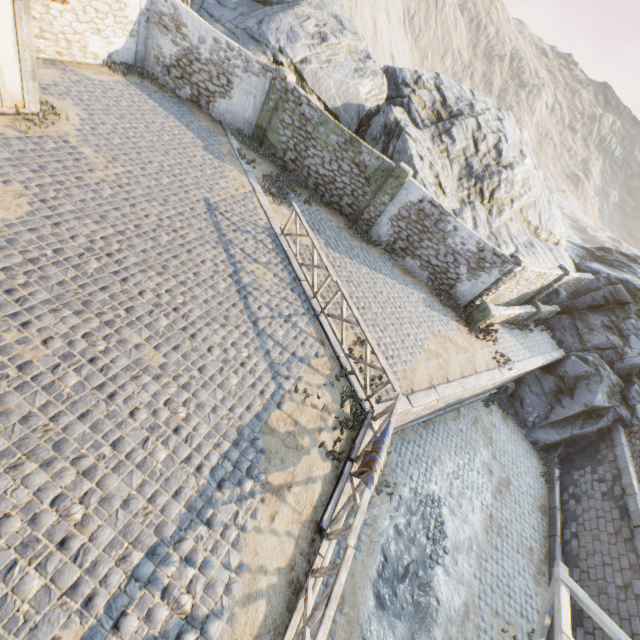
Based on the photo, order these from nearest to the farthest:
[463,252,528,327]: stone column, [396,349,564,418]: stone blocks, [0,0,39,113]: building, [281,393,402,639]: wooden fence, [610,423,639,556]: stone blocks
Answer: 1. [281,393,402,639]: wooden fence
2. [0,0,39,113]: building
3. [396,349,564,418]: stone blocks
4. [610,423,639,556]: stone blocks
5. [463,252,528,327]: stone column

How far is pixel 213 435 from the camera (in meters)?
6.07

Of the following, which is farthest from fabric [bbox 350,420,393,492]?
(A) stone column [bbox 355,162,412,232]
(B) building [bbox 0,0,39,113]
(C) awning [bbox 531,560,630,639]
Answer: (B) building [bbox 0,0,39,113]

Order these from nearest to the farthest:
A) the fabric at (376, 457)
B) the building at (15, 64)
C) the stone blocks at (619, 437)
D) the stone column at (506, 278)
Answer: the fabric at (376, 457) → the building at (15, 64) → the stone blocks at (619, 437) → the stone column at (506, 278)

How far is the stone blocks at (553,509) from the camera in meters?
12.4 m

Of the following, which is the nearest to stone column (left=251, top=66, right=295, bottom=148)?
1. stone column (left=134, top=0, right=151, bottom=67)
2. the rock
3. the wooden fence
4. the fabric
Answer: the rock

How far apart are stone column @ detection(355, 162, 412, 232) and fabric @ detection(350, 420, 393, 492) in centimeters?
985cm

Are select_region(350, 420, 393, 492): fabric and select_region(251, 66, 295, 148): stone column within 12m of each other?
no
